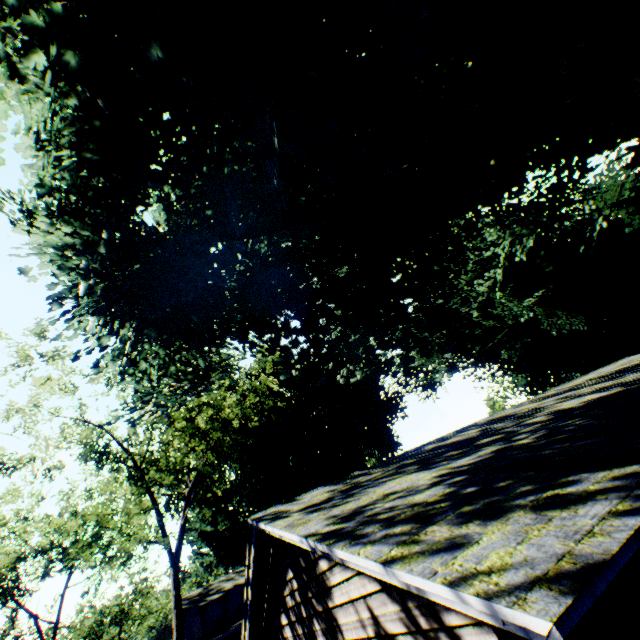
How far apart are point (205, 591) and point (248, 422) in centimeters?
3330cm

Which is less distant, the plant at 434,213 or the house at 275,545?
the house at 275,545

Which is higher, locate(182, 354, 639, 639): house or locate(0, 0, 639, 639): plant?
locate(0, 0, 639, 639): plant

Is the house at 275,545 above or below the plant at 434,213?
below

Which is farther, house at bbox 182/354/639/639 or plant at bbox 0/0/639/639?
plant at bbox 0/0/639/639
